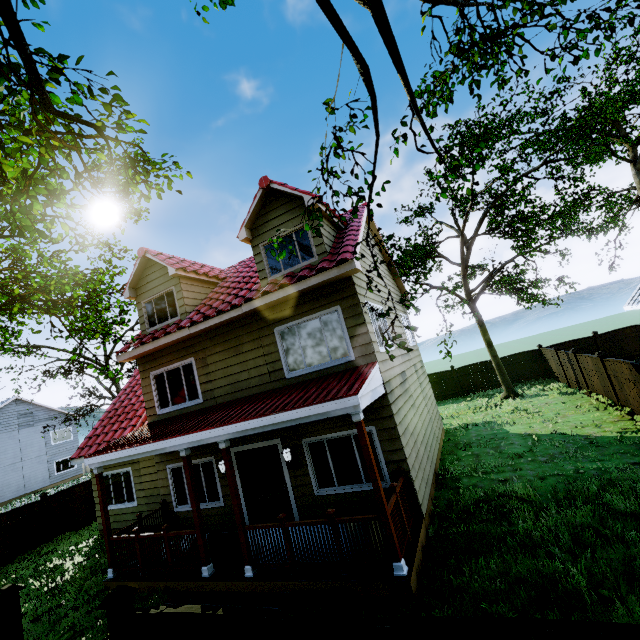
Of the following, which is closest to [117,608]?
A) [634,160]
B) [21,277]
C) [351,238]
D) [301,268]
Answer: [301,268]

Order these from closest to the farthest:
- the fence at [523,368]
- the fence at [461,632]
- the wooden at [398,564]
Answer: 1. the fence at [461,632]
2. the wooden at [398,564]
3. the fence at [523,368]

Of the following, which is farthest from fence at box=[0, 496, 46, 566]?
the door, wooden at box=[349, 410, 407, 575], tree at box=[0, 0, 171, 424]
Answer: the door

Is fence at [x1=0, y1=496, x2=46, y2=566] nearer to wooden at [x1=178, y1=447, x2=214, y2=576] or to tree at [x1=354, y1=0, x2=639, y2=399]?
tree at [x1=354, y1=0, x2=639, y2=399]

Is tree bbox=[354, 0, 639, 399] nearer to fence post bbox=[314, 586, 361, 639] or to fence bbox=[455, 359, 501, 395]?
fence bbox=[455, 359, 501, 395]

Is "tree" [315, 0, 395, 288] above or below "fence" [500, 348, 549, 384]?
above

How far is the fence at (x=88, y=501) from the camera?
14.2m

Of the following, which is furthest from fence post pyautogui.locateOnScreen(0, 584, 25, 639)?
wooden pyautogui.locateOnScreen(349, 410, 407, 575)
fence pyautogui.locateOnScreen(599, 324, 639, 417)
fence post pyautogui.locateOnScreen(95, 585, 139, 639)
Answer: wooden pyautogui.locateOnScreen(349, 410, 407, 575)
